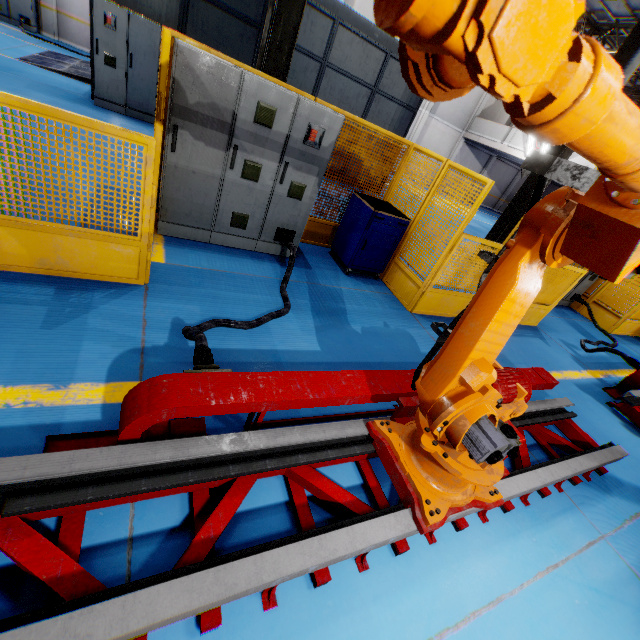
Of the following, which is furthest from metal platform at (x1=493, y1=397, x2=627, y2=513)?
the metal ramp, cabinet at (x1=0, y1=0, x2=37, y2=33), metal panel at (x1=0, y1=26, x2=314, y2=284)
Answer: cabinet at (x1=0, y1=0, x2=37, y2=33)

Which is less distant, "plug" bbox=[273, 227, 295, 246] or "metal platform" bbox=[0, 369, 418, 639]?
"metal platform" bbox=[0, 369, 418, 639]

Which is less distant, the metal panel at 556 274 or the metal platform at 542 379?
the metal platform at 542 379

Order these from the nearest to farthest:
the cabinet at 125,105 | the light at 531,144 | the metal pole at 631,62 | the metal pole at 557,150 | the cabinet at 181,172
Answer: the cabinet at 181,172 → the metal pole at 631,62 → the cabinet at 125,105 → the metal pole at 557,150 → the light at 531,144

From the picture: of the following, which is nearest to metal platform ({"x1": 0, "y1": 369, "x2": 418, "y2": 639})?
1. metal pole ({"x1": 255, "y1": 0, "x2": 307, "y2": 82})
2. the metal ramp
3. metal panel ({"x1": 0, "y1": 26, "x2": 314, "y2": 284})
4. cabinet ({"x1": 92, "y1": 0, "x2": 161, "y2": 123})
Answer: A: metal panel ({"x1": 0, "y1": 26, "x2": 314, "y2": 284})

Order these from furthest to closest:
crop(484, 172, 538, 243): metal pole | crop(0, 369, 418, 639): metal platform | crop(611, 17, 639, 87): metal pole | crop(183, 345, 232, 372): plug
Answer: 1. crop(484, 172, 538, 243): metal pole
2. crop(611, 17, 639, 87): metal pole
3. crop(183, 345, 232, 372): plug
4. crop(0, 369, 418, 639): metal platform

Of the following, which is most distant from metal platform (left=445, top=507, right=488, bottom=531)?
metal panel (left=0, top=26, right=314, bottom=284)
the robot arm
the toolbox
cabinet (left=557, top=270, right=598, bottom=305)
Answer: cabinet (left=557, top=270, right=598, bottom=305)

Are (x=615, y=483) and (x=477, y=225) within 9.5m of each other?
no
